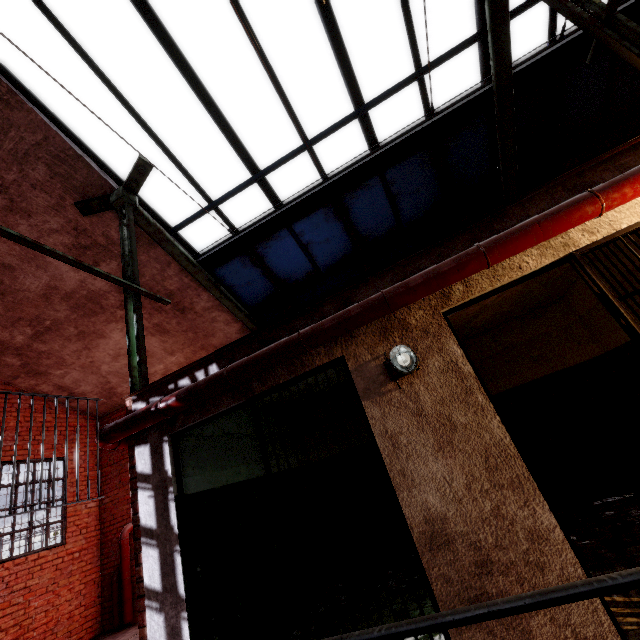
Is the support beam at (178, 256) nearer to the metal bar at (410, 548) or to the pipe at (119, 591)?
the metal bar at (410, 548)

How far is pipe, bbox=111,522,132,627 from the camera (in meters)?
6.99

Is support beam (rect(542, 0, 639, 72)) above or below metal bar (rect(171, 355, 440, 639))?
above

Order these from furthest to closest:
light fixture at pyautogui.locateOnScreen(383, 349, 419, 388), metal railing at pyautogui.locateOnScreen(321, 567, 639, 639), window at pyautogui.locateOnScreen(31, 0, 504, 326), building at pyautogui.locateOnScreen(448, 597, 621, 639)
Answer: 1. window at pyautogui.locateOnScreen(31, 0, 504, 326)
2. light fixture at pyautogui.locateOnScreen(383, 349, 419, 388)
3. building at pyautogui.locateOnScreen(448, 597, 621, 639)
4. metal railing at pyautogui.locateOnScreen(321, 567, 639, 639)

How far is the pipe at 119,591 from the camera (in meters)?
6.99

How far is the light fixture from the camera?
2.54m

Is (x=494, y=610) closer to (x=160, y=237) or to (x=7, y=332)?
(x=160, y=237)

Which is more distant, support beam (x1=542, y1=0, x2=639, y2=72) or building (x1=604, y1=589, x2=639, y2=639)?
support beam (x1=542, y1=0, x2=639, y2=72)
